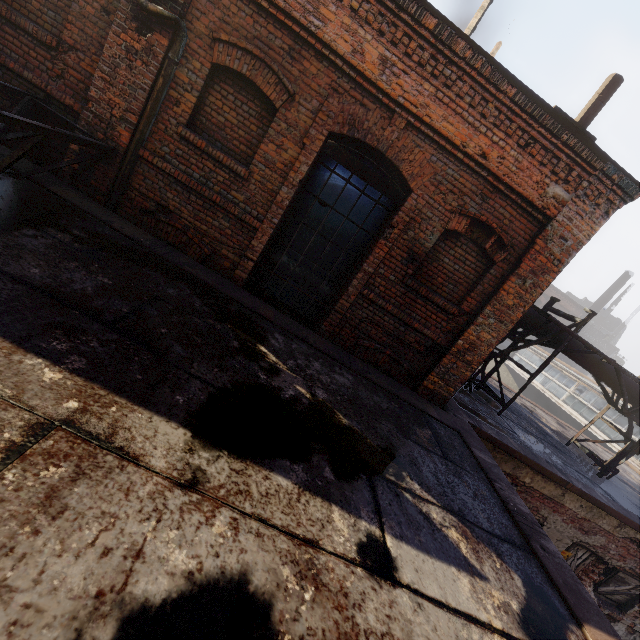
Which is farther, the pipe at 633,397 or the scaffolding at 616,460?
the pipe at 633,397

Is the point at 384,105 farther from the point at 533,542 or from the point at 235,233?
the point at 533,542

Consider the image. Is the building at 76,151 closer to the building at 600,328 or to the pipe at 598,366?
the pipe at 598,366

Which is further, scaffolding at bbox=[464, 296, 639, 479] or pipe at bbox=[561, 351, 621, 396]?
pipe at bbox=[561, 351, 621, 396]

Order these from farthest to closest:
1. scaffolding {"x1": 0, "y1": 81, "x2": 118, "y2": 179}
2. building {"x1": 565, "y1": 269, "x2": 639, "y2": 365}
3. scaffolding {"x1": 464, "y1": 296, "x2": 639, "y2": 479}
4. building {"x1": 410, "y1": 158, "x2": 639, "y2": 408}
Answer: building {"x1": 565, "y1": 269, "x2": 639, "y2": 365} → scaffolding {"x1": 464, "y1": 296, "x2": 639, "y2": 479} → building {"x1": 410, "y1": 158, "x2": 639, "y2": 408} → scaffolding {"x1": 0, "y1": 81, "x2": 118, "y2": 179}

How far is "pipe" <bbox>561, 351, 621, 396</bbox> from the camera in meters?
8.3

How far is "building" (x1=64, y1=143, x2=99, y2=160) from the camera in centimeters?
464cm
